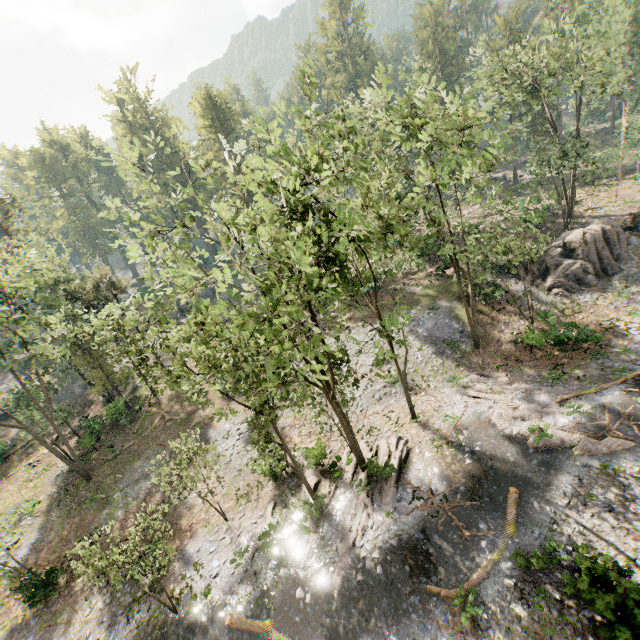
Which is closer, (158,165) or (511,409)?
(511,409)

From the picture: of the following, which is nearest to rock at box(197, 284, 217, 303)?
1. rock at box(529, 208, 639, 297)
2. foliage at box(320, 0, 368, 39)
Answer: foliage at box(320, 0, 368, 39)

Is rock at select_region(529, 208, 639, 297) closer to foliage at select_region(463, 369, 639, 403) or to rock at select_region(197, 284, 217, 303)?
foliage at select_region(463, 369, 639, 403)

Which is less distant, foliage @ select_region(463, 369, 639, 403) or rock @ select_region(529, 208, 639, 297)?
foliage @ select_region(463, 369, 639, 403)

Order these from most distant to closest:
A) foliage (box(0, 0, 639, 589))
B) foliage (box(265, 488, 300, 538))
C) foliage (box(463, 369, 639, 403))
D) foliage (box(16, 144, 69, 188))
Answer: foliage (box(16, 144, 69, 188)) → foliage (box(463, 369, 639, 403)) → foliage (box(265, 488, 300, 538)) → foliage (box(0, 0, 639, 589))

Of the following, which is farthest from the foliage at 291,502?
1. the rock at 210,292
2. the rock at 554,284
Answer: the rock at 554,284

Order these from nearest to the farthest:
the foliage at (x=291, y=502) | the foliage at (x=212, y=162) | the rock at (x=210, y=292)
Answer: the foliage at (x=212, y=162) → the foliage at (x=291, y=502) → the rock at (x=210, y=292)
